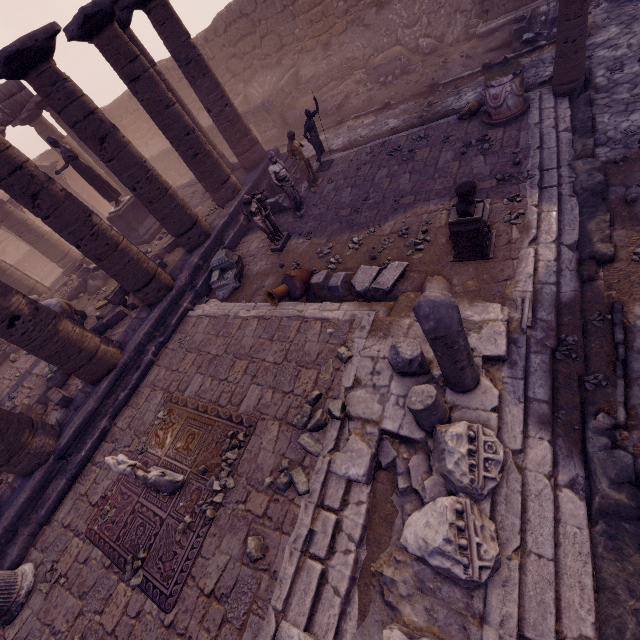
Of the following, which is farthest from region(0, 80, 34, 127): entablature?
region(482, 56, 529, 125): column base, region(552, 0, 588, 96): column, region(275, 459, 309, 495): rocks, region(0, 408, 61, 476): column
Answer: region(552, 0, 588, 96): column

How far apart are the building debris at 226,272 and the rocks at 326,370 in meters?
4.4 m

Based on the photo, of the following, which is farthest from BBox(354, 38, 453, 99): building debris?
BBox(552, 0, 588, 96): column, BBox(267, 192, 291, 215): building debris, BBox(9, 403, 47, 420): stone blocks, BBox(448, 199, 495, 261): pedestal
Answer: BBox(9, 403, 47, 420): stone blocks

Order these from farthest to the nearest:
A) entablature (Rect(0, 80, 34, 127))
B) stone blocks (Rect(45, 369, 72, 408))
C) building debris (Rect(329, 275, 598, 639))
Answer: entablature (Rect(0, 80, 34, 127))
stone blocks (Rect(45, 369, 72, 408))
building debris (Rect(329, 275, 598, 639))

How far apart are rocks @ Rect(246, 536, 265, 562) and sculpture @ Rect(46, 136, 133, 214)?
12.9 meters

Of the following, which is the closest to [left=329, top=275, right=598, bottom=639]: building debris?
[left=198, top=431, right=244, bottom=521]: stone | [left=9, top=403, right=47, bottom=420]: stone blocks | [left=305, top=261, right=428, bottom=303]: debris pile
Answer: [left=305, top=261, right=428, bottom=303]: debris pile

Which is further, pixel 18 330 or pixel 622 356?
pixel 18 330

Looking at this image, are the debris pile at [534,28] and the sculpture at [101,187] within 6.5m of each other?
no
